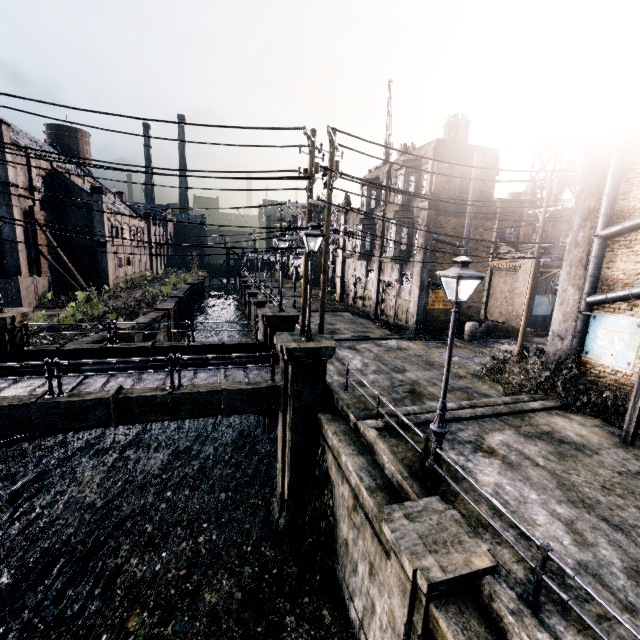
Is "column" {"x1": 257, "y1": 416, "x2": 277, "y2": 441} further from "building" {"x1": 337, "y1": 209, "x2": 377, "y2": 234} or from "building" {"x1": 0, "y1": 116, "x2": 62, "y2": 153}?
"building" {"x1": 337, "y1": 209, "x2": 377, "y2": 234}

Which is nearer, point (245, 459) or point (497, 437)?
point (497, 437)

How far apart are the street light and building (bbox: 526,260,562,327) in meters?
24.2 m

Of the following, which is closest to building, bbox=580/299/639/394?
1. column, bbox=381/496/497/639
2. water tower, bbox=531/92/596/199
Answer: column, bbox=381/496/497/639

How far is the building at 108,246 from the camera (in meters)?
38.31

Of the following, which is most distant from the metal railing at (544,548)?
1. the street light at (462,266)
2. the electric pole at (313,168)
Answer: the electric pole at (313,168)

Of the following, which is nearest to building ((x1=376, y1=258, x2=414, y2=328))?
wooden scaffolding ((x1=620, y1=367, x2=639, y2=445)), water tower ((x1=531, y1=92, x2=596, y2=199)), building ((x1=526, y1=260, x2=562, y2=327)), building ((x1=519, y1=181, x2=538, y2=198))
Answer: building ((x1=526, y1=260, x2=562, y2=327))

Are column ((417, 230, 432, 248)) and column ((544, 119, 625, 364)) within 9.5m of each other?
yes
